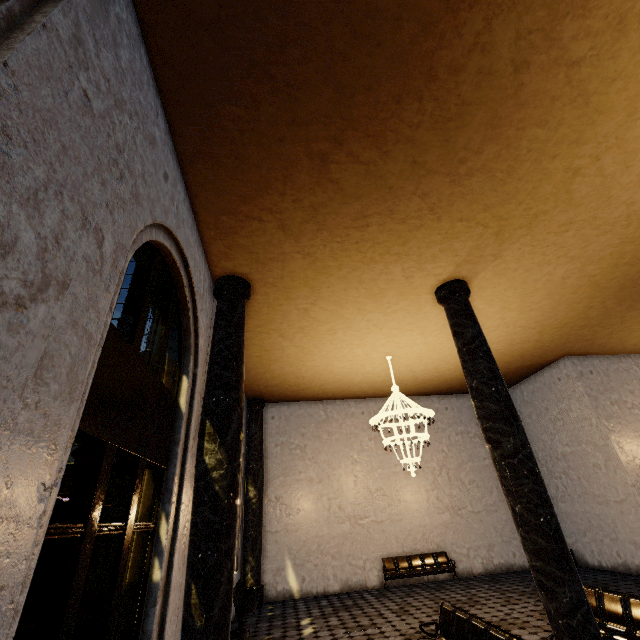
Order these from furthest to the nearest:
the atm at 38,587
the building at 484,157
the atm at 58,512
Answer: the atm at 58,512 → the atm at 38,587 → the building at 484,157

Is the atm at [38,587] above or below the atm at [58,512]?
below

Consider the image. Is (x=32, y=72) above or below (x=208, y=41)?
below

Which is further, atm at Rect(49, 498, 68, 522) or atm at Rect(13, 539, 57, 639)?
atm at Rect(49, 498, 68, 522)

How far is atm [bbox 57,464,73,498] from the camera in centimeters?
444cm

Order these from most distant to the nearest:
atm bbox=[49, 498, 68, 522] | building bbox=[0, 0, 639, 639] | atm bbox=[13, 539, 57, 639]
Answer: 1. atm bbox=[49, 498, 68, 522]
2. atm bbox=[13, 539, 57, 639]
3. building bbox=[0, 0, 639, 639]

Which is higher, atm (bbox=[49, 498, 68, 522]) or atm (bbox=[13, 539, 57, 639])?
atm (bbox=[49, 498, 68, 522])
